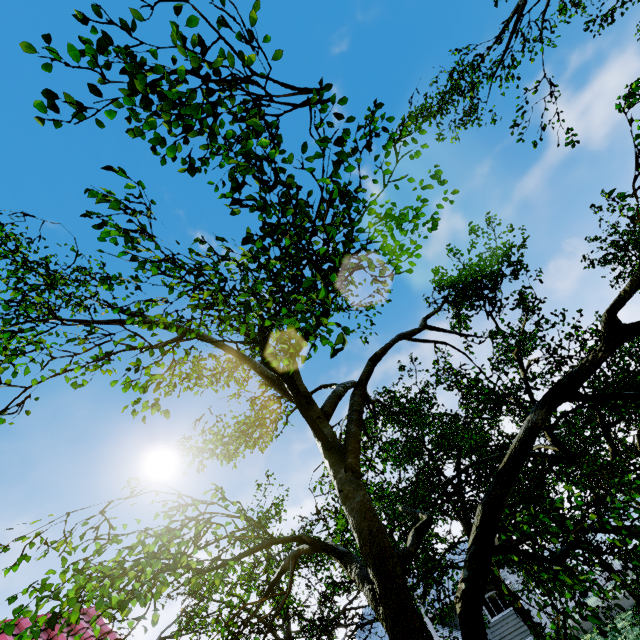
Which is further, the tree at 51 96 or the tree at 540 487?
the tree at 540 487

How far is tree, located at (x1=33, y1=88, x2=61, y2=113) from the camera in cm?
230

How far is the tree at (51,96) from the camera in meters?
2.3 m

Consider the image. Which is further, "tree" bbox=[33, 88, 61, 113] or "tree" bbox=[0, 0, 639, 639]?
"tree" bbox=[0, 0, 639, 639]

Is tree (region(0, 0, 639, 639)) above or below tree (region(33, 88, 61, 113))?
below

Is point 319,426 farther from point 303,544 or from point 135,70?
point 303,544
